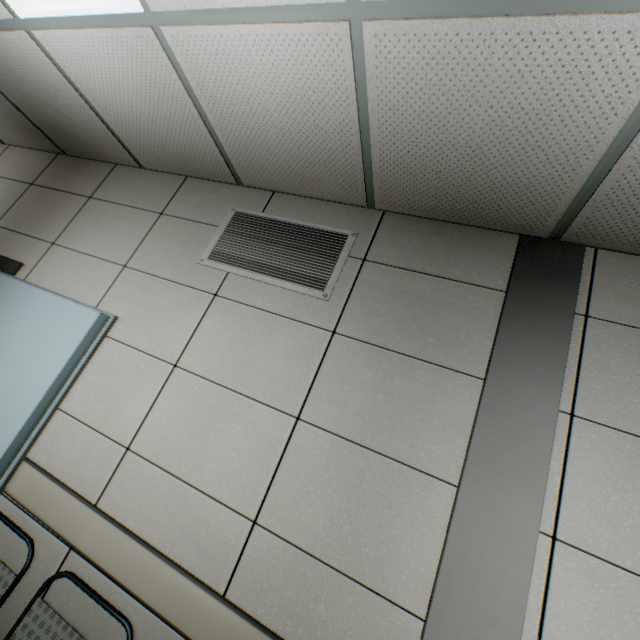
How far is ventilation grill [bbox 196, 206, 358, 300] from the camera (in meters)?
1.91

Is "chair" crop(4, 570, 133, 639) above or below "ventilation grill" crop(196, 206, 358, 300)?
below

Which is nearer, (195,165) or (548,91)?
(548,91)

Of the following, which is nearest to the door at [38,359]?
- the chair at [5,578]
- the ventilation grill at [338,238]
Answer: the chair at [5,578]

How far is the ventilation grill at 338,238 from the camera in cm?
191

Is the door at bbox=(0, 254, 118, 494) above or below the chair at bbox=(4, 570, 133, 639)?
above

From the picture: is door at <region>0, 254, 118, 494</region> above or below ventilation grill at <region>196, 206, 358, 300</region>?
below

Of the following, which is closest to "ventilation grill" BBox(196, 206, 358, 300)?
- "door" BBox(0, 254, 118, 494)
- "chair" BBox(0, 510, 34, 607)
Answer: "door" BBox(0, 254, 118, 494)
